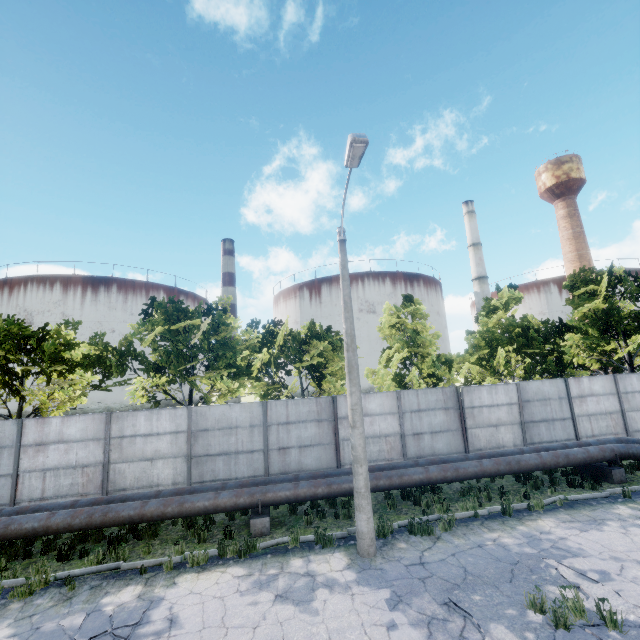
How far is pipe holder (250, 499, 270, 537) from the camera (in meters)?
9.48

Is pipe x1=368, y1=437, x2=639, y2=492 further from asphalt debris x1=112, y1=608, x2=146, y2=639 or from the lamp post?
asphalt debris x1=112, y1=608, x2=146, y2=639

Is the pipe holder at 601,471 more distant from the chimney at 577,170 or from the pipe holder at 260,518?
the chimney at 577,170

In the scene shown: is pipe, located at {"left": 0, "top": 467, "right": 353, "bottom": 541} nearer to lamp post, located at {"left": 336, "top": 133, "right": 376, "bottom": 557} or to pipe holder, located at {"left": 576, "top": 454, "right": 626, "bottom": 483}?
pipe holder, located at {"left": 576, "top": 454, "right": 626, "bottom": 483}

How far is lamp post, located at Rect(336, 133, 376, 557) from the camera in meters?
8.1

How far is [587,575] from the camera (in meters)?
6.77

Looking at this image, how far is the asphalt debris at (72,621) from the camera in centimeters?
623cm

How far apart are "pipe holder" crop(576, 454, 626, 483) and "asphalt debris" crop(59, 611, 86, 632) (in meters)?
15.19
